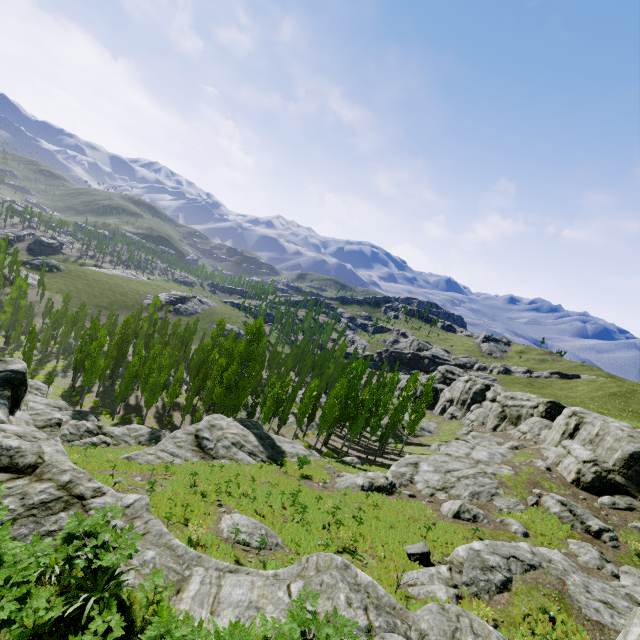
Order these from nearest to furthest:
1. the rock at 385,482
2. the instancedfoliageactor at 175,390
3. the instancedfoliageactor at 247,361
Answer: the rock at 385,482, the instancedfoliageactor at 247,361, the instancedfoliageactor at 175,390

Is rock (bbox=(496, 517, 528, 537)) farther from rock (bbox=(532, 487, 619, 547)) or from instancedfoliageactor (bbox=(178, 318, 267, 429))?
instancedfoliageactor (bbox=(178, 318, 267, 429))

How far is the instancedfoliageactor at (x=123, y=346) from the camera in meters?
42.6

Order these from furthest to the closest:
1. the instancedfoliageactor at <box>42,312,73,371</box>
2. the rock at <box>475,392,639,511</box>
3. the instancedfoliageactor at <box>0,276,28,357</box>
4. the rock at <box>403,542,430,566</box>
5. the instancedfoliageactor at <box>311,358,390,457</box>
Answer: the instancedfoliageactor at <box>42,312,73,371</box> < the instancedfoliageactor at <box>0,276,28,357</box> < the instancedfoliageactor at <box>311,358,390,457</box> < the rock at <box>475,392,639,511</box> < the rock at <box>403,542,430,566</box>

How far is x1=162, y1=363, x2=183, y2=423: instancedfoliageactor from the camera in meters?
44.9

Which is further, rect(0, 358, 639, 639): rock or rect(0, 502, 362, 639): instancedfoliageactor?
rect(0, 358, 639, 639): rock

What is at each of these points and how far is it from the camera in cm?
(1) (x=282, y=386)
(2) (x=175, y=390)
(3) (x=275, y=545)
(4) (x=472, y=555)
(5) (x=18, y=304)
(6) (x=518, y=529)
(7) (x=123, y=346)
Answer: (1) instancedfoliageactor, 5078
(2) instancedfoliageactor, 4484
(3) rock, 1516
(4) rock, 1534
(5) instancedfoliageactor, 5941
(6) rock, 2292
(7) instancedfoliageactor, 5353
